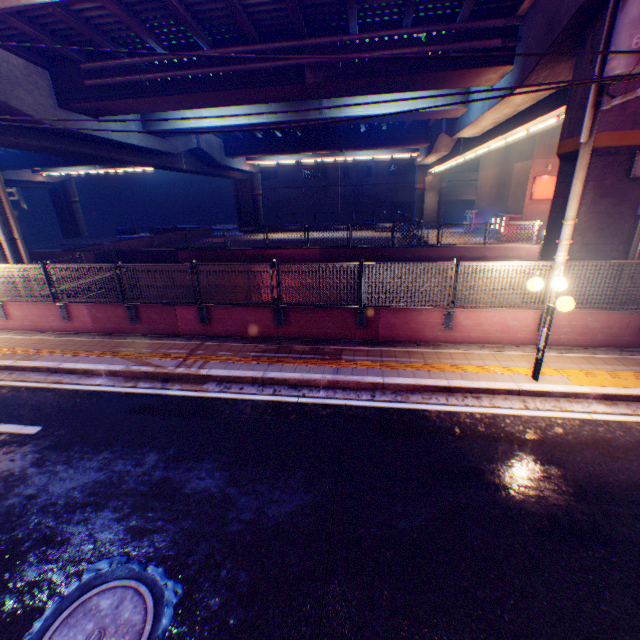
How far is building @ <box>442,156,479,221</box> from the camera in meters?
45.0 m

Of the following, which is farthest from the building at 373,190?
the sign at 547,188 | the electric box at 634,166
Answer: the electric box at 634,166

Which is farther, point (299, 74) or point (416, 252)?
point (416, 252)

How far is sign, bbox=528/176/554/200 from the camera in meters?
22.8

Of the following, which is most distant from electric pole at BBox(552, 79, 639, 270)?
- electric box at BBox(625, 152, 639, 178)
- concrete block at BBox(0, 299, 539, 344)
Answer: electric box at BBox(625, 152, 639, 178)

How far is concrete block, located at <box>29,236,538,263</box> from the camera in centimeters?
1777cm

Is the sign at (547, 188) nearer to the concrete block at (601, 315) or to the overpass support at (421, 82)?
the overpass support at (421, 82)

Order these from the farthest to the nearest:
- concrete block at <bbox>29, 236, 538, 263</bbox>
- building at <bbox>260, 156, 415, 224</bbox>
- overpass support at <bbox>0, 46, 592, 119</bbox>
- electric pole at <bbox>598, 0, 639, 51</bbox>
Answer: building at <bbox>260, 156, 415, 224</bbox> < concrete block at <bbox>29, 236, 538, 263</bbox> < overpass support at <bbox>0, 46, 592, 119</bbox> < electric pole at <bbox>598, 0, 639, 51</bbox>
